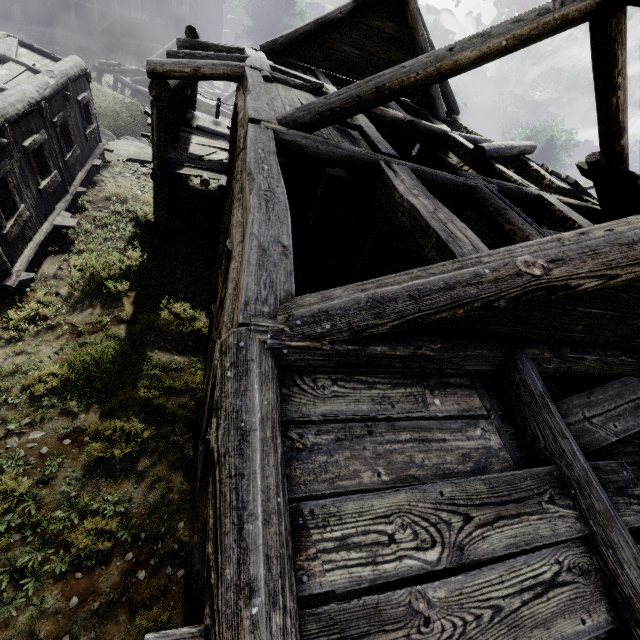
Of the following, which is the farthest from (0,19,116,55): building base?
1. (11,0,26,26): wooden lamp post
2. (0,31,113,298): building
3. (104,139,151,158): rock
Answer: (0,31,113,298): building

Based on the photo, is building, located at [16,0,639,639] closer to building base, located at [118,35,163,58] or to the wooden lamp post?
building base, located at [118,35,163,58]

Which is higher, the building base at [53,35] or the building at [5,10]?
the building at [5,10]

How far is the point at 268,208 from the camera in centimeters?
309cm

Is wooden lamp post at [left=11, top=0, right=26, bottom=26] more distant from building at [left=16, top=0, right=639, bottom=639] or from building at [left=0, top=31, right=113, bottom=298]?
building at [left=0, top=31, right=113, bottom=298]

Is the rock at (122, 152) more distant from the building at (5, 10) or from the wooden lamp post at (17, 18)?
the wooden lamp post at (17, 18)

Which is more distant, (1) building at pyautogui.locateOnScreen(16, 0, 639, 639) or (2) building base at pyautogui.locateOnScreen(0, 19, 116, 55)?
(2) building base at pyautogui.locateOnScreen(0, 19, 116, 55)

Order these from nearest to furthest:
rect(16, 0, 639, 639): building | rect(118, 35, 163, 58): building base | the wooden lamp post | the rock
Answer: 1. rect(16, 0, 639, 639): building
2. the rock
3. the wooden lamp post
4. rect(118, 35, 163, 58): building base
